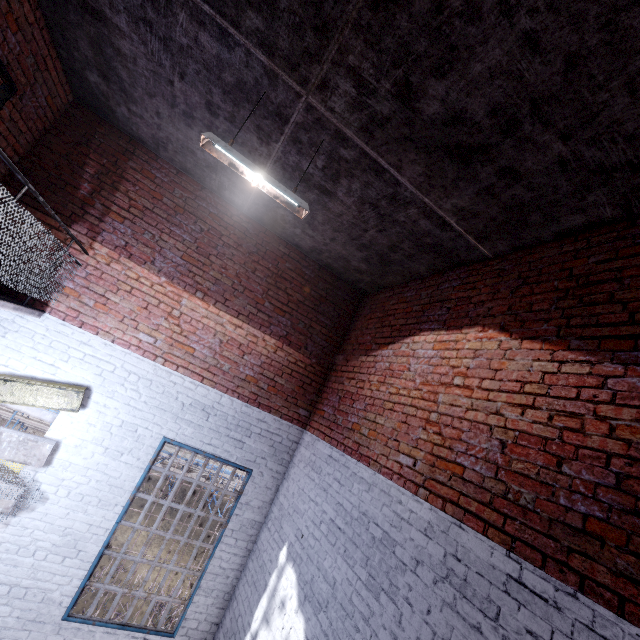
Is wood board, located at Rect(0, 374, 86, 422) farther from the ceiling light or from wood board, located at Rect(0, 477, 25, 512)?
the ceiling light

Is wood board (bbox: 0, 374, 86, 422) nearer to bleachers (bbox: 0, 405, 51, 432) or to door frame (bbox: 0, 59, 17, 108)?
door frame (bbox: 0, 59, 17, 108)

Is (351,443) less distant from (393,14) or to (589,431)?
(589,431)

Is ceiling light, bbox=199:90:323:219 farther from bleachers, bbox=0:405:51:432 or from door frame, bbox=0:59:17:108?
bleachers, bbox=0:405:51:432

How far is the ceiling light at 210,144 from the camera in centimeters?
301cm

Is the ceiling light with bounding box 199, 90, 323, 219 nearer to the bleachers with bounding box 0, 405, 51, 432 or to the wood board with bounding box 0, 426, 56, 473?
the wood board with bounding box 0, 426, 56, 473

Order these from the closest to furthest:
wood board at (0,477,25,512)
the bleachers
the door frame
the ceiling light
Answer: the ceiling light → the door frame → wood board at (0,477,25,512) → the bleachers

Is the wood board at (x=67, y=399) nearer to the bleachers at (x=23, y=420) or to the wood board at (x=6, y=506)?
the wood board at (x=6, y=506)
